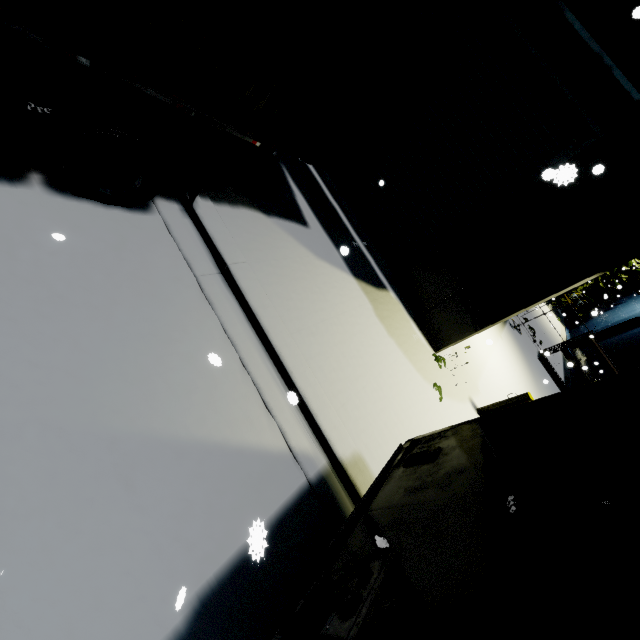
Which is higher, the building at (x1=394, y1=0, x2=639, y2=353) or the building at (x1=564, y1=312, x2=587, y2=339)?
the building at (x1=394, y1=0, x2=639, y2=353)

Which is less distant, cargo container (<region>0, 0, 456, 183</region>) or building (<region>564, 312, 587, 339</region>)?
cargo container (<region>0, 0, 456, 183</region>)

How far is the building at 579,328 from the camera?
24.49m

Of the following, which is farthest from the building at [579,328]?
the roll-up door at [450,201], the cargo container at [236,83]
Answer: the cargo container at [236,83]

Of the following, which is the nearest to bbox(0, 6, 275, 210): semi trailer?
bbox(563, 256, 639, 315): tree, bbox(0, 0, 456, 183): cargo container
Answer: bbox(0, 0, 456, 183): cargo container

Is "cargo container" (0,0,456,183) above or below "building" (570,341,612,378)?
above

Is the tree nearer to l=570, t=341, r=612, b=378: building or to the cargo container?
l=570, t=341, r=612, b=378: building

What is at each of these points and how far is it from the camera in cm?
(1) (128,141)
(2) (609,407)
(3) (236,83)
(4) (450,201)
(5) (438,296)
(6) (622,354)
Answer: (1) semi trailer, 345
(2) semi trailer, 217
(3) cargo container, 368
(4) roll-up door, 703
(5) building, 736
(6) building, 1781
